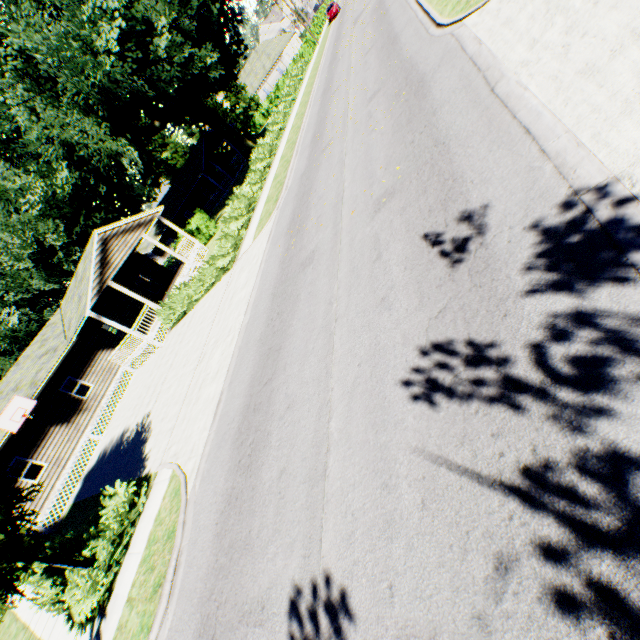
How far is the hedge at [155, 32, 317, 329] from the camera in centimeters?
1731cm

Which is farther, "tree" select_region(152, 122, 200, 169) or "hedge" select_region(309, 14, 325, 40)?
"tree" select_region(152, 122, 200, 169)

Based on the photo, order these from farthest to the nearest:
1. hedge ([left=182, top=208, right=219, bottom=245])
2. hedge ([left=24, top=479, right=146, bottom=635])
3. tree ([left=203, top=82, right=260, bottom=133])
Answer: tree ([left=203, top=82, right=260, bottom=133])
hedge ([left=182, top=208, right=219, bottom=245])
hedge ([left=24, top=479, right=146, bottom=635])

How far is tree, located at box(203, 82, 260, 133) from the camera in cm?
4853

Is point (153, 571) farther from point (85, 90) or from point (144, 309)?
point (85, 90)

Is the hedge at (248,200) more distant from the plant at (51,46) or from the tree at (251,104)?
the plant at (51,46)

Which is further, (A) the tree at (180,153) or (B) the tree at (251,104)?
(A) the tree at (180,153)

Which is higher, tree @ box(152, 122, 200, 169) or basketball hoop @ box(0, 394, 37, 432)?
tree @ box(152, 122, 200, 169)
